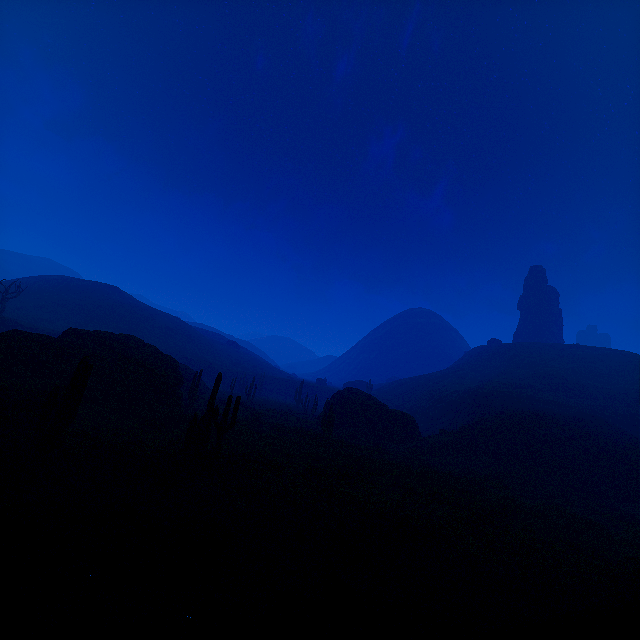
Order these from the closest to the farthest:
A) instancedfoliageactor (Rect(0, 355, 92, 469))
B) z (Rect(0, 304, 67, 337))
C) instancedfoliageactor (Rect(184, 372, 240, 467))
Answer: instancedfoliageactor (Rect(0, 355, 92, 469))
instancedfoliageactor (Rect(184, 372, 240, 467))
z (Rect(0, 304, 67, 337))

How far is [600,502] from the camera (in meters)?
23.86

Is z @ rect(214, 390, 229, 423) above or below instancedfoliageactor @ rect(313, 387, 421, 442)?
below

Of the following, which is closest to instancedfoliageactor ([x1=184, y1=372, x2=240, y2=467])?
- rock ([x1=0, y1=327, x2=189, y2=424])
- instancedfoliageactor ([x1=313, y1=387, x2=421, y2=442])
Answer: rock ([x1=0, y1=327, x2=189, y2=424])

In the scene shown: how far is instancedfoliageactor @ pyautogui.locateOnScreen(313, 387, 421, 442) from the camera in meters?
33.7

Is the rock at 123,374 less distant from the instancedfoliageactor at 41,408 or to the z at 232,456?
the instancedfoliageactor at 41,408

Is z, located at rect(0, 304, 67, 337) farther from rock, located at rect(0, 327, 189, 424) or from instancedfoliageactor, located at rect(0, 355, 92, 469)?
instancedfoliageactor, located at rect(0, 355, 92, 469)

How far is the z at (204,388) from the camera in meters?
26.6 m
